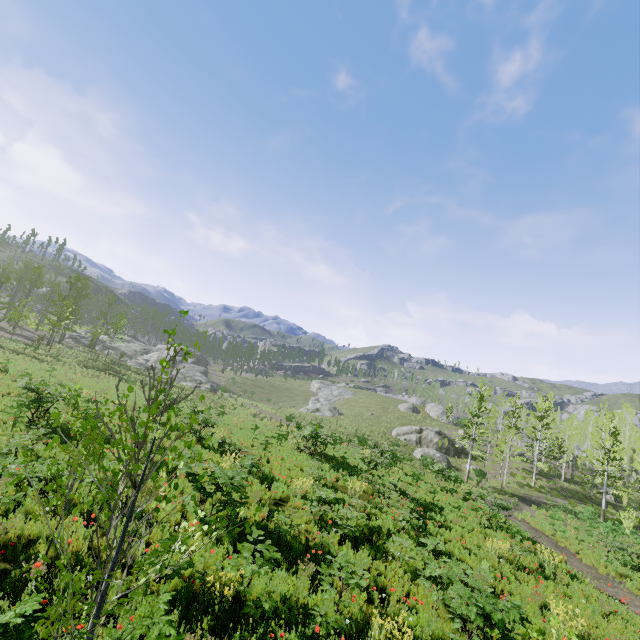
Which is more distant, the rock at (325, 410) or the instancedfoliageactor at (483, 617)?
the rock at (325, 410)

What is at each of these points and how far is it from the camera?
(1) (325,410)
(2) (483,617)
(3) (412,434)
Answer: (1) rock, 56.5 meters
(2) instancedfoliageactor, 5.9 meters
(3) rock, 45.1 meters

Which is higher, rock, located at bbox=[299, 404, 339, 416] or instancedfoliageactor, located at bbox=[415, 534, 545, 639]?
Answer: instancedfoliageactor, located at bbox=[415, 534, 545, 639]

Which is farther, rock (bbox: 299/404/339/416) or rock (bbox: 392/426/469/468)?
rock (bbox: 299/404/339/416)

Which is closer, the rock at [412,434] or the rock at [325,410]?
the rock at [412,434]

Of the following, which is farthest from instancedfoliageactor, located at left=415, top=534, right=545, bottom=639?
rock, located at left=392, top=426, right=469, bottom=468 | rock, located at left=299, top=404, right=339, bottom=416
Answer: rock, located at left=299, top=404, right=339, bottom=416

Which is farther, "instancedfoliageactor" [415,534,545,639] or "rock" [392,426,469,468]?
"rock" [392,426,469,468]
